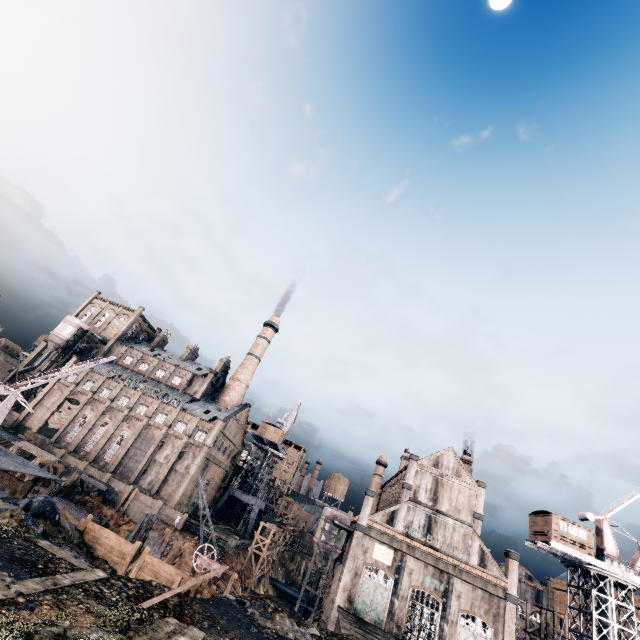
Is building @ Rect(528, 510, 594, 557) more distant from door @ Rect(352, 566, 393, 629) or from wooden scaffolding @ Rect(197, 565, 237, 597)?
wooden scaffolding @ Rect(197, 565, 237, 597)

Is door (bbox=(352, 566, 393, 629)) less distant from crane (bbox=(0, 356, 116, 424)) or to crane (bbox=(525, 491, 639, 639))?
crane (bbox=(525, 491, 639, 639))

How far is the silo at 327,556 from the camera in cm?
4591

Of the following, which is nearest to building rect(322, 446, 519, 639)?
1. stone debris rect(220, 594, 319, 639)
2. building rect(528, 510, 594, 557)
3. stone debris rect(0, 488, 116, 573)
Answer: building rect(528, 510, 594, 557)

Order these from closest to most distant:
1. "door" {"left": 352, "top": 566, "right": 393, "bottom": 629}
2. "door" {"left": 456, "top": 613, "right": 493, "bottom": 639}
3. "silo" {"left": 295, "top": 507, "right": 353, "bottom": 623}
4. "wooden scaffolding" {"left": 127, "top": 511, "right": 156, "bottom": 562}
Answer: "door" {"left": 456, "top": 613, "right": 493, "bottom": 639} < "door" {"left": 352, "top": 566, "right": 393, "bottom": 629} < "wooden scaffolding" {"left": 127, "top": 511, "right": 156, "bottom": 562} < "silo" {"left": 295, "top": 507, "right": 353, "bottom": 623}

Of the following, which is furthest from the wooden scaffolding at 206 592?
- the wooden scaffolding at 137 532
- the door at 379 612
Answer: the door at 379 612

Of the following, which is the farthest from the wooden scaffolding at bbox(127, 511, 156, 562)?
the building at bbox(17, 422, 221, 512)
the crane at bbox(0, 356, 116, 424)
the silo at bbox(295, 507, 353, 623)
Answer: the silo at bbox(295, 507, 353, 623)

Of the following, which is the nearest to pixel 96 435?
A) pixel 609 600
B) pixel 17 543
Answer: pixel 17 543
